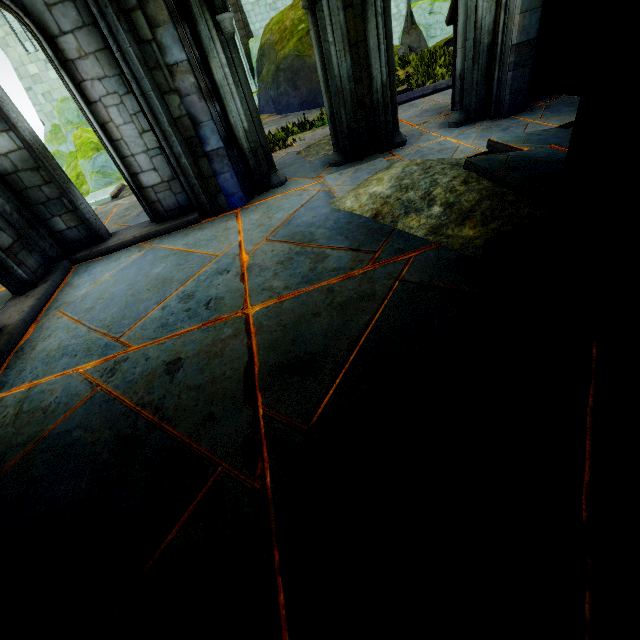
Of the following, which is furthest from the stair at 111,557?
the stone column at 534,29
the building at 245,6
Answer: the building at 245,6

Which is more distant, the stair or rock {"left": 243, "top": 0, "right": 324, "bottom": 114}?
rock {"left": 243, "top": 0, "right": 324, "bottom": 114}

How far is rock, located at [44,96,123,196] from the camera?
10.66m

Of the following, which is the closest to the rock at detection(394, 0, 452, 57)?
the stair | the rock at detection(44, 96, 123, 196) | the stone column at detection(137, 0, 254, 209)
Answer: the rock at detection(44, 96, 123, 196)

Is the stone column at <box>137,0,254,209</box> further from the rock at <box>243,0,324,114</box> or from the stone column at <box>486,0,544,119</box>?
the rock at <box>243,0,324,114</box>

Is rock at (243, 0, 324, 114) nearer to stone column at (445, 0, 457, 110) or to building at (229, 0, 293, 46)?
building at (229, 0, 293, 46)

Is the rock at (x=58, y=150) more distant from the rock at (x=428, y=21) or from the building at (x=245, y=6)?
the rock at (x=428, y=21)

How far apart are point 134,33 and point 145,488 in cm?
482
